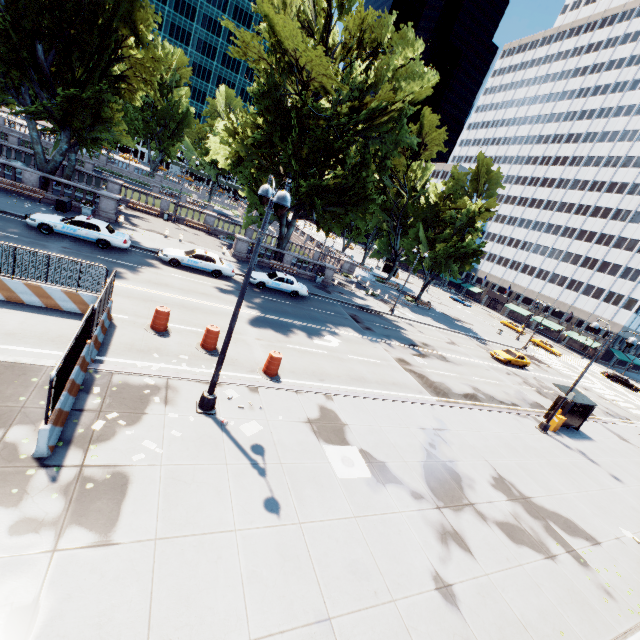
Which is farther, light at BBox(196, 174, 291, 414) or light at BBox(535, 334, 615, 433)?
light at BBox(535, 334, 615, 433)

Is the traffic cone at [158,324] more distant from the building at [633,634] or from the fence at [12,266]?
the building at [633,634]

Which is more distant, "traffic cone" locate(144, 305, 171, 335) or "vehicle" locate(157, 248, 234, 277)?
"vehicle" locate(157, 248, 234, 277)

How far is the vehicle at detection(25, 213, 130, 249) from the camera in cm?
1923

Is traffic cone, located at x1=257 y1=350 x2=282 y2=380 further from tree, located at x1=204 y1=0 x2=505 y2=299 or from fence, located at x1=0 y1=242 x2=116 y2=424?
tree, located at x1=204 y1=0 x2=505 y2=299

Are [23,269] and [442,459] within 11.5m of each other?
no

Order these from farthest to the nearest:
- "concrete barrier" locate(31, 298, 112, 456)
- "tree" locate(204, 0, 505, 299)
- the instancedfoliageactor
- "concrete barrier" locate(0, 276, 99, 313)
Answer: "tree" locate(204, 0, 505, 299) → "concrete barrier" locate(0, 276, 99, 313) → the instancedfoliageactor → "concrete barrier" locate(31, 298, 112, 456)

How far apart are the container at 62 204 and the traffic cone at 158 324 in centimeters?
1710cm
